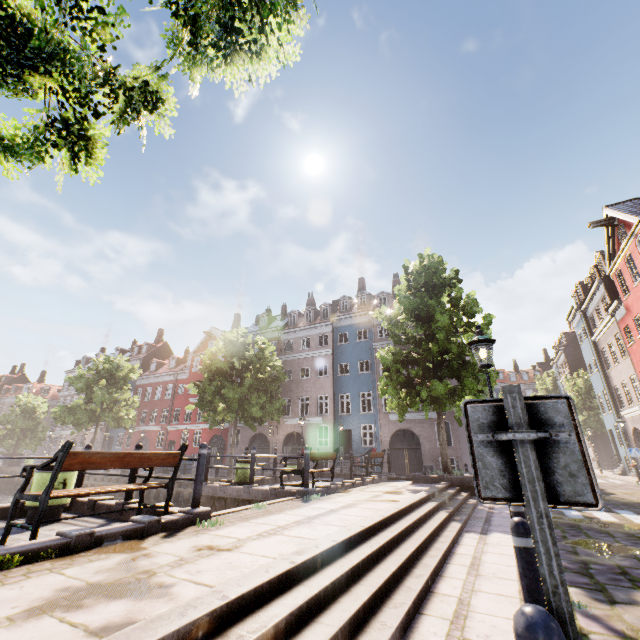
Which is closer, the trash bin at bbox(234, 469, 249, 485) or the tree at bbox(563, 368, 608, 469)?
the trash bin at bbox(234, 469, 249, 485)

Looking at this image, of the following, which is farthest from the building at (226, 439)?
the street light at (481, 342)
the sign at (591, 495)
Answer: the sign at (591, 495)

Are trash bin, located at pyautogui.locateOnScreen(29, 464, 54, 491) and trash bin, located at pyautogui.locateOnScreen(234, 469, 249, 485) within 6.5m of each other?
yes

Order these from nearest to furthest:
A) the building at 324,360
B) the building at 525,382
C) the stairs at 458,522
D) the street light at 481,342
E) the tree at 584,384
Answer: the stairs at 458,522, the street light at 481,342, the building at 324,360, the tree at 584,384, the building at 525,382

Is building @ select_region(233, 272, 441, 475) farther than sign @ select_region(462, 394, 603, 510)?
Yes

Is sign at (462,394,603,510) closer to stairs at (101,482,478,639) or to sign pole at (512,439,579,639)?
sign pole at (512,439,579,639)

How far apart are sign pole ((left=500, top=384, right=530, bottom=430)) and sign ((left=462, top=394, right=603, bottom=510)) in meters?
0.0

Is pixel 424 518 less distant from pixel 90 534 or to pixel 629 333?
pixel 90 534
